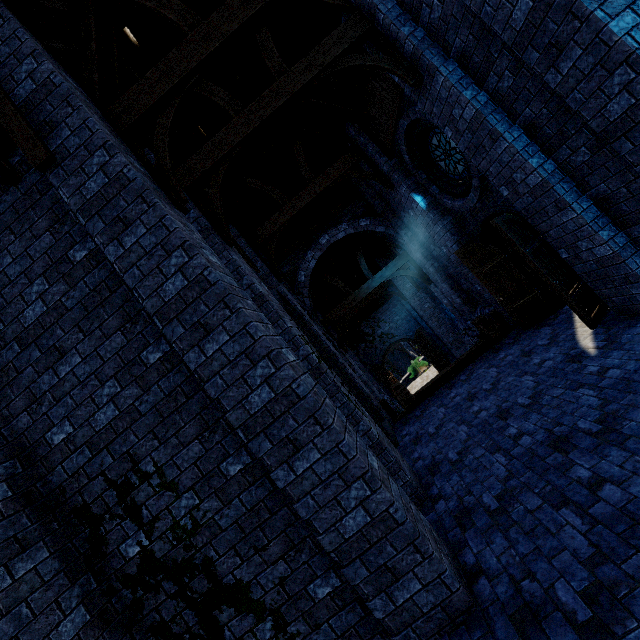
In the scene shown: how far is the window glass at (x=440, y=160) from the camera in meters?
7.1 m

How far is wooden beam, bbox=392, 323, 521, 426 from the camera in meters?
8.3 m

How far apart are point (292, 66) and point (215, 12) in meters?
4.3 m

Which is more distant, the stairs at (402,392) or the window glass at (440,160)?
the stairs at (402,392)

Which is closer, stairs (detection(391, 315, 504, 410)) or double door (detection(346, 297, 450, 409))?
stairs (detection(391, 315, 504, 410))

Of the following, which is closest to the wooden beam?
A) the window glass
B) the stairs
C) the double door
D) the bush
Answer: the stairs

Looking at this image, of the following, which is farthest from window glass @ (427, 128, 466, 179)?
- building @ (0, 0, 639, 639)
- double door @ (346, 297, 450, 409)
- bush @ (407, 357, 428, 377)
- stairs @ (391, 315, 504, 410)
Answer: bush @ (407, 357, 428, 377)

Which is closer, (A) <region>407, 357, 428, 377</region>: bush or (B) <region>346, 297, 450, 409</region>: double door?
(B) <region>346, 297, 450, 409</region>: double door
